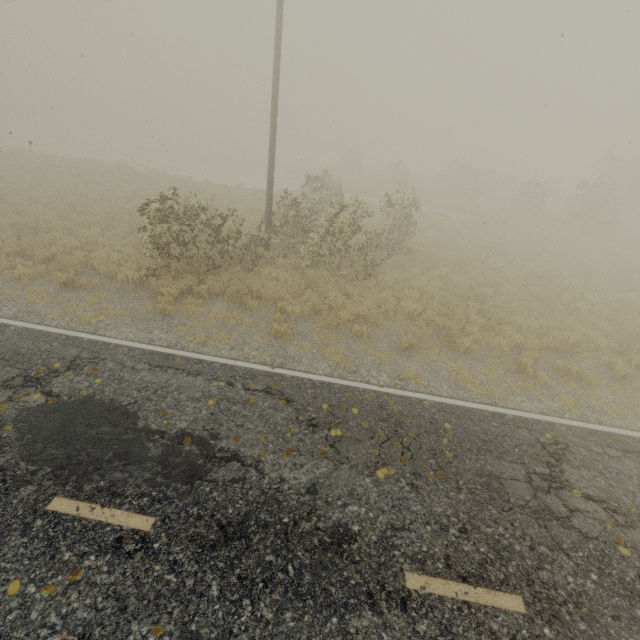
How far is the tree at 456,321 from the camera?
9.17m

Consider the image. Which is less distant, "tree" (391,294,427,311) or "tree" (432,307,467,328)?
"tree" (432,307,467,328)

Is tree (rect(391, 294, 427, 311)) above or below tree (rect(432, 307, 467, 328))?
above

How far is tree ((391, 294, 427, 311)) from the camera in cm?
1062

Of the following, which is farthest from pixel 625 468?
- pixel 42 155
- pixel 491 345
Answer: pixel 42 155
